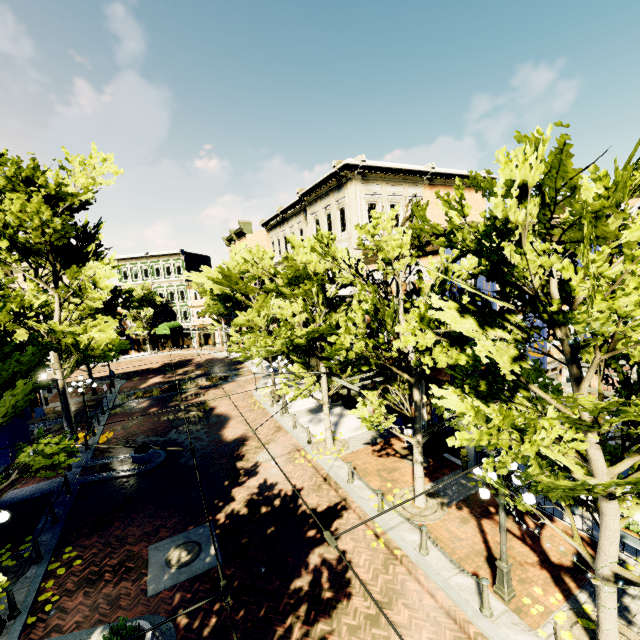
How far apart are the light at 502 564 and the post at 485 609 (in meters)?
0.46

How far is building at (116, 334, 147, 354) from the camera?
46.7 meters

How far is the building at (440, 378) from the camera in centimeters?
1375cm

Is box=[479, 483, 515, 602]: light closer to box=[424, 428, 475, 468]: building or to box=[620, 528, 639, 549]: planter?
box=[620, 528, 639, 549]: planter

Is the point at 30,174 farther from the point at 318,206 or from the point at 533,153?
the point at 533,153

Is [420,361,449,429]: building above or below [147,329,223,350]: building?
above

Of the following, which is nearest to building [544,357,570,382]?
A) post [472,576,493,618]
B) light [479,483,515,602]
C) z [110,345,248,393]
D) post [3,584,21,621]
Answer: z [110,345,248,393]
